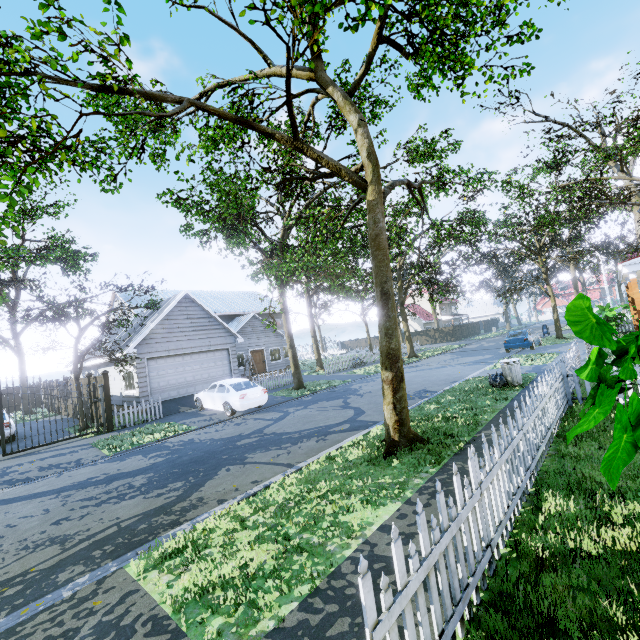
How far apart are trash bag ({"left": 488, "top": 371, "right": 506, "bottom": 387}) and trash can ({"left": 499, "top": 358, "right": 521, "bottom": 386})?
0.0m

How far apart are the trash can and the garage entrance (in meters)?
13.74

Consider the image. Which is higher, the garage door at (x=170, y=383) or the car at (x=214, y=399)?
the garage door at (x=170, y=383)

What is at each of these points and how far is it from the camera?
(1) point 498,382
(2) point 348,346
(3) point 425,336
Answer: (1) trash bag, 11.4 meters
(2) fence, 58.0 meters
(3) fence, 48.0 meters

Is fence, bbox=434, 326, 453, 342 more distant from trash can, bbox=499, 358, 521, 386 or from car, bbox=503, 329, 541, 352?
car, bbox=503, 329, 541, 352

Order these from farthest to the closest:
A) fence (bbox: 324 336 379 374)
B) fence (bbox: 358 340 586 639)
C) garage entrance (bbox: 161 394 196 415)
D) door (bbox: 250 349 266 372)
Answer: door (bbox: 250 349 266 372) → fence (bbox: 324 336 379 374) → garage entrance (bbox: 161 394 196 415) → fence (bbox: 358 340 586 639)

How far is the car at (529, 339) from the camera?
21.3m
